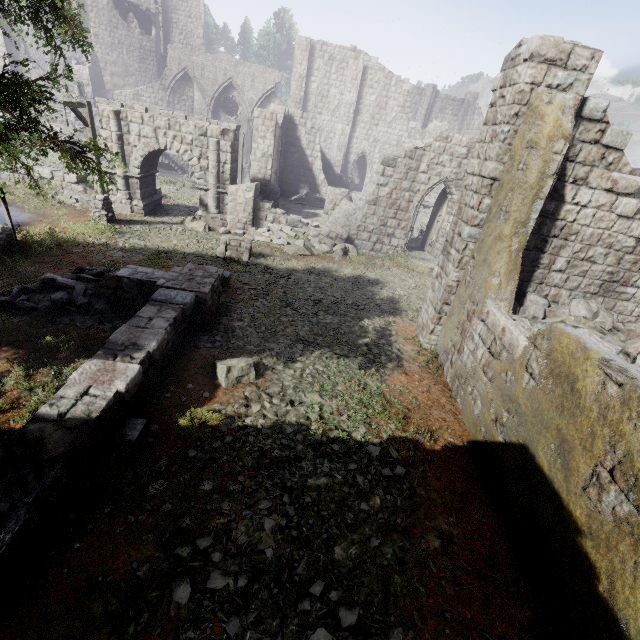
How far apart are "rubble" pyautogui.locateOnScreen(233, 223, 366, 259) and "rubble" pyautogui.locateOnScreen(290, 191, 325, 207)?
7.8m

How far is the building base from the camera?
26.3 meters

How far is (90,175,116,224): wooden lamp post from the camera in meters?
14.2

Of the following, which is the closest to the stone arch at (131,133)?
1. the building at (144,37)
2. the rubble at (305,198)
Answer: the building at (144,37)

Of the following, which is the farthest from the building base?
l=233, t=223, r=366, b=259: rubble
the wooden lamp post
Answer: l=233, t=223, r=366, b=259: rubble

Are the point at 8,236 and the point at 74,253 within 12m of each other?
yes

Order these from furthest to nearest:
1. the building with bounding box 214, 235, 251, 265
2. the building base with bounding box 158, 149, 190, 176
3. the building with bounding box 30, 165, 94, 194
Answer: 1. the building base with bounding box 158, 149, 190, 176
2. the building with bounding box 30, 165, 94, 194
3. the building with bounding box 214, 235, 251, 265

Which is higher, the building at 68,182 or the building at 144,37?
the building at 144,37
